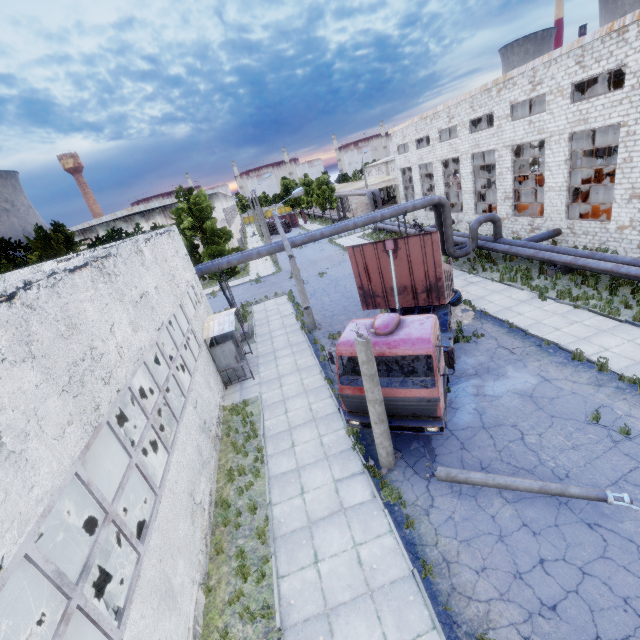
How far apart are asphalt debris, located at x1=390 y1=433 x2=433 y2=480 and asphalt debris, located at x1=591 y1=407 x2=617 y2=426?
4.5 meters

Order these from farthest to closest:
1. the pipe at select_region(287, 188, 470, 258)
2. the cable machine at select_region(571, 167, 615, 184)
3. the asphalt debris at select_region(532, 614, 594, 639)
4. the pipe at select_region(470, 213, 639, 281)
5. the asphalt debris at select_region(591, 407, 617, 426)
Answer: the cable machine at select_region(571, 167, 615, 184) < the pipe at select_region(287, 188, 470, 258) < the pipe at select_region(470, 213, 639, 281) < the asphalt debris at select_region(591, 407, 617, 426) < the asphalt debris at select_region(532, 614, 594, 639)

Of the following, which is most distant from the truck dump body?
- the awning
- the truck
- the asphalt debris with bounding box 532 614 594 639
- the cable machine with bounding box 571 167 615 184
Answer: the cable machine with bounding box 571 167 615 184

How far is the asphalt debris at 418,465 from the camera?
9.2 meters

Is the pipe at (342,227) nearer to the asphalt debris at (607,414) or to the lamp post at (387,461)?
the asphalt debris at (607,414)

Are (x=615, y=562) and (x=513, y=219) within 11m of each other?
no

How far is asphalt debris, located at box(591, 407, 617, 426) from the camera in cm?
910

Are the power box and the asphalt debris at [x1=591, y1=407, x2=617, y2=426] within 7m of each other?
no
